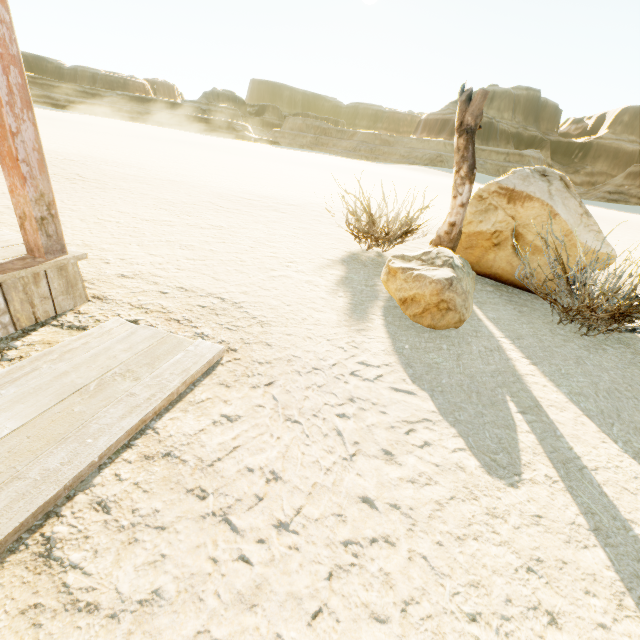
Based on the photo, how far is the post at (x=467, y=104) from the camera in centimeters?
392cm

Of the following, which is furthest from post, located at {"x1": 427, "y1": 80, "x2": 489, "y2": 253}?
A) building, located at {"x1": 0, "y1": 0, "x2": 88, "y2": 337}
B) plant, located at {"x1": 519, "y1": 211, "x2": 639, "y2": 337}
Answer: building, located at {"x1": 0, "y1": 0, "x2": 88, "y2": 337}

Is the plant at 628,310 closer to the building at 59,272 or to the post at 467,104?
the post at 467,104

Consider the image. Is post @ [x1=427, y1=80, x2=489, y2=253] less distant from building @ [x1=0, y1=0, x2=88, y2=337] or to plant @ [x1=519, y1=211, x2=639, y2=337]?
plant @ [x1=519, y1=211, x2=639, y2=337]

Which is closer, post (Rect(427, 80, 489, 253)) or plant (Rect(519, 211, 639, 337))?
plant (Rect(519, 211, 639, 337))

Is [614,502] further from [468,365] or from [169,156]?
[169,156]

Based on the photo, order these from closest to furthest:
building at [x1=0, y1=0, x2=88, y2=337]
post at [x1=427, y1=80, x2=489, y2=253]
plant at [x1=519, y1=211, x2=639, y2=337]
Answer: building at [x1=0, y1=0, x2=88, y2=337] < plant at [x1=519, y1=211, x2=639, y2=337] < post at [x1=427, y1=80, x2=489, y2=253]
